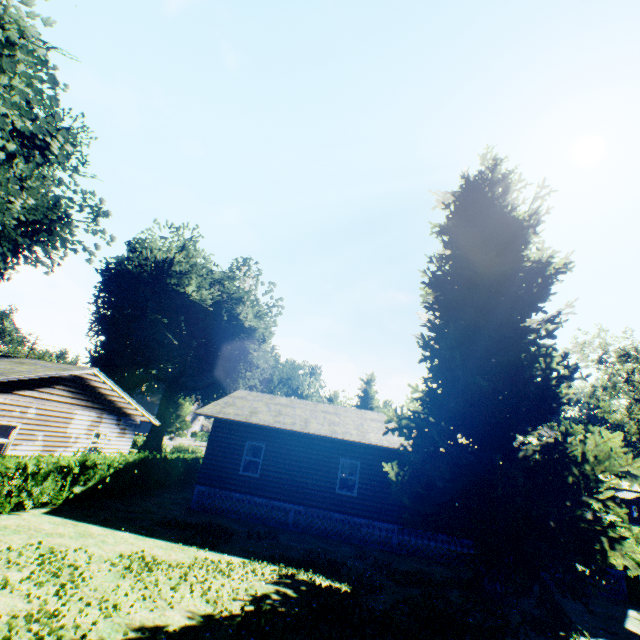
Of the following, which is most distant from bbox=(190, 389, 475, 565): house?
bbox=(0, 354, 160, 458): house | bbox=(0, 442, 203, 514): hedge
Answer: bbox=(0, 354, 160, 458): house

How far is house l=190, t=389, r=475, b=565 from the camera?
15.4 meters

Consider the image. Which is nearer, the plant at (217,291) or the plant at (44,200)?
the plant at (44,200)

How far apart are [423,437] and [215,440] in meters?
10.7 m

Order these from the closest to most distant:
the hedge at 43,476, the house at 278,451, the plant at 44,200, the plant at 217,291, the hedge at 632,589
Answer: the plant at 44,200 → the hedge at 43,476 → the hedge at 632,589 → the house at 278,451 → the plant at 217,291

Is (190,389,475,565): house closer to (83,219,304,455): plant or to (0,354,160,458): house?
(83,219,304,455): plant

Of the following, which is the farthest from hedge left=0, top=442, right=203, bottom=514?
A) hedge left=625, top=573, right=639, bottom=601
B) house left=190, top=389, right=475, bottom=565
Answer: hedge left=625, top=573, right=639, bottom=601

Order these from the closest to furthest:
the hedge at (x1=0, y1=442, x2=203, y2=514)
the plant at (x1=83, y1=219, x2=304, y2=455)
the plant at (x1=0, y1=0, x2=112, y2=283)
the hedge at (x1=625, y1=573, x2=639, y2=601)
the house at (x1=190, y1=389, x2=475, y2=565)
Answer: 1. the plant at (x1=0, y1=0, x2=112, y2=283)
2. the hedge at (x1=0, y1=442, x2=203, y2=514)
3. the hedge at (x1=625, y1=573, x2=639, y2=601)
4. the house at (x1=190, y1=389, x2=475, y2=565)
5. the plant at (x1=83, y1=219, x2=304, y2=455)
